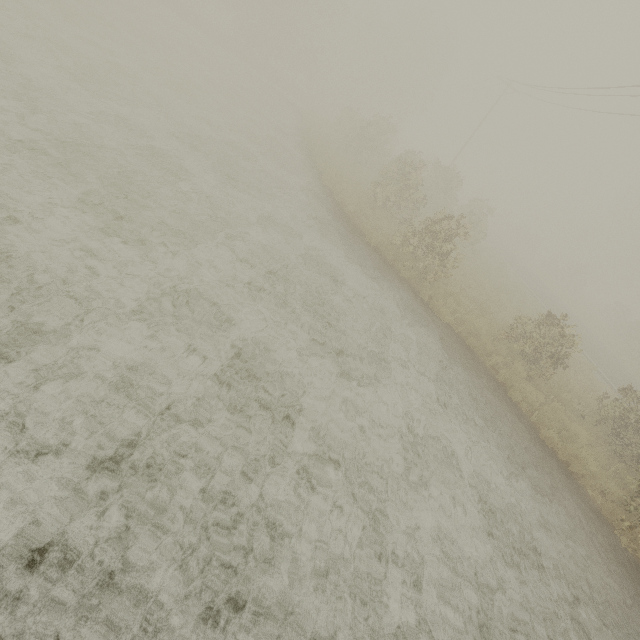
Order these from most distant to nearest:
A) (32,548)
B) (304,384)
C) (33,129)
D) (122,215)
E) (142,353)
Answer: (33,129) < (122,215) < (304,384) < (142,353) < (32,548)
